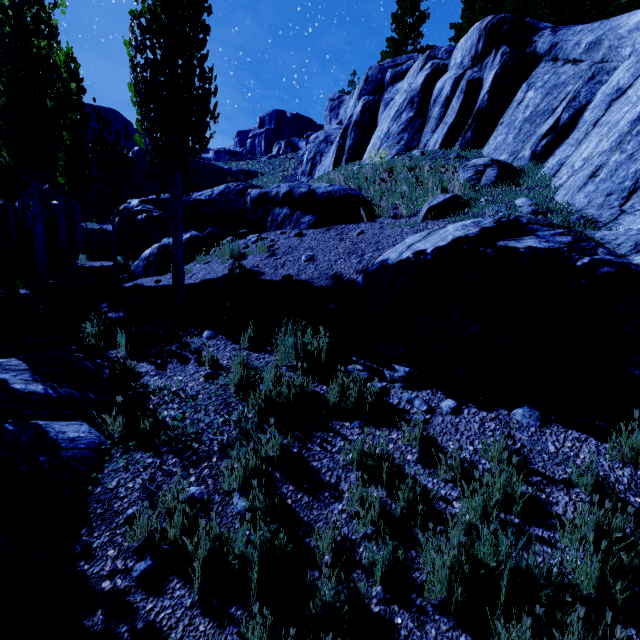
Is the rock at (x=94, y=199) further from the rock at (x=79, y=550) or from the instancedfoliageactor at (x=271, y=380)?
the rock at (x=79, y=550)

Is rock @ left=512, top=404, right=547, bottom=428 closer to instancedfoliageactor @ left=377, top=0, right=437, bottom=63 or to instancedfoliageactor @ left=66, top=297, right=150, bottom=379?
instancedfoliageactor @ left=66, top=297, right=150, bottom=379

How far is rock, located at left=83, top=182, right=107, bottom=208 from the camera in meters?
28.5

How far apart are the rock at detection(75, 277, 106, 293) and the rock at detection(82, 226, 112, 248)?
12.4 meters

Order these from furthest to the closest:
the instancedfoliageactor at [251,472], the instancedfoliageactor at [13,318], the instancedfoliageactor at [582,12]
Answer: the instancedfoliageactor at [582,12] < the instancedfoliageactor at [13,318] < the instancedfoliageactor at [251,472]

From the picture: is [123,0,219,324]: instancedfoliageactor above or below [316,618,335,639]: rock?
above

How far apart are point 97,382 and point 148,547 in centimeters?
268cm

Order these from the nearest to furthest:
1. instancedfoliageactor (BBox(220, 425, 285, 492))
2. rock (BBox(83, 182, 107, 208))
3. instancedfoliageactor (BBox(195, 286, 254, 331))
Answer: instancedfoliageactor (BBox(220, 425, 285, 492)), instancedfoliageactor (BBox(195, 286, 254, 331)), rock (BBox(83, 182, 107, 208))
